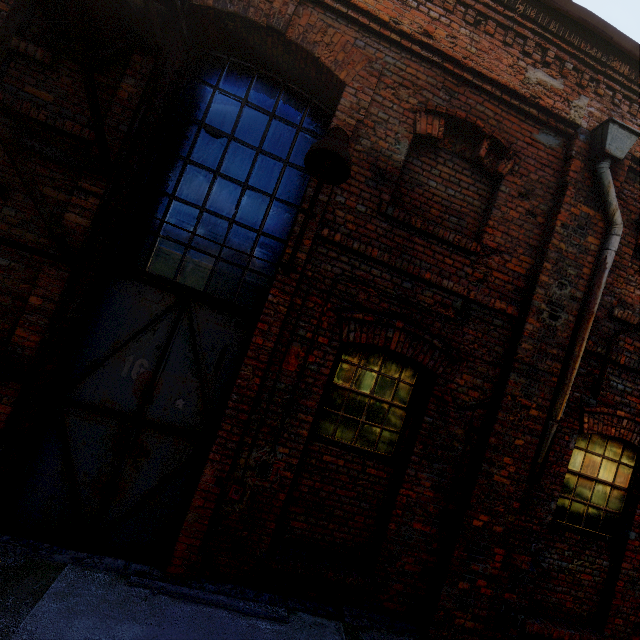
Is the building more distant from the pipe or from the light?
the light

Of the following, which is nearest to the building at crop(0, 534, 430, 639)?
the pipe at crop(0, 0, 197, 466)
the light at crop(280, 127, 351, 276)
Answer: the pipe at crop(0, 0, 197, 466)

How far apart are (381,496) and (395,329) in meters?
2.0 m

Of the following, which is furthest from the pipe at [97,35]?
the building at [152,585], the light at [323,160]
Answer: the light at [323,160]

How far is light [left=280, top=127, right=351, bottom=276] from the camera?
2.67m

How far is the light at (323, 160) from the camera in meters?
2.7
